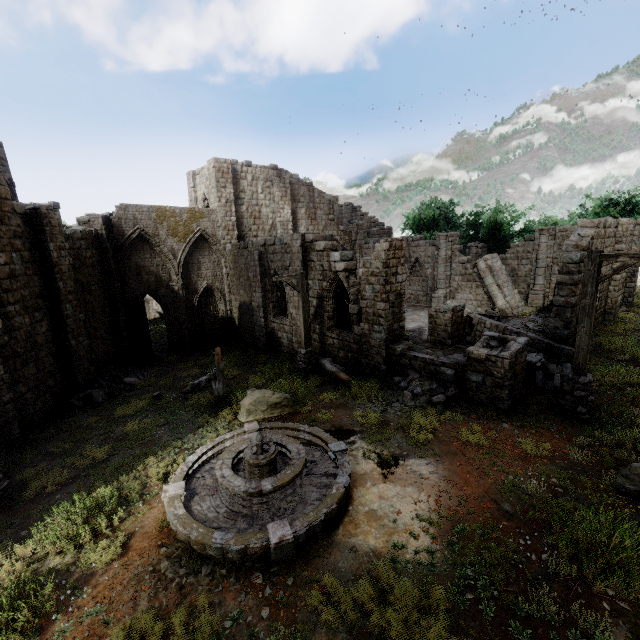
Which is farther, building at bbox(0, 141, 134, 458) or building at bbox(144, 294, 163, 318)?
building at bbox(144, 294, 163, 318)

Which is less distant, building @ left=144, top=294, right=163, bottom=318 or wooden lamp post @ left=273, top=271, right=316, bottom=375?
wooden lamp post @ left=273, top=271, right=316, bottom=375

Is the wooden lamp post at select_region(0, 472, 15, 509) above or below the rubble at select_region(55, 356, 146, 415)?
above

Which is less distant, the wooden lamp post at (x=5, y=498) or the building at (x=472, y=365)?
the wooden lamp post at (x=5, y=498)

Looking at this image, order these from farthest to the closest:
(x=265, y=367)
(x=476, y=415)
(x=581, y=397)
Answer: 1. (x=265, y=367)
2. (x=476, y=415)
3. (x=581, y=397)

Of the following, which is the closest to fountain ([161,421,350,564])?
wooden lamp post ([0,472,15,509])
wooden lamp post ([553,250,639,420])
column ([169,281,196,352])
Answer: wooden lamp post ([0,472,15,509])

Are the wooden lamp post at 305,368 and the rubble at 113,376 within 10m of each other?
yes

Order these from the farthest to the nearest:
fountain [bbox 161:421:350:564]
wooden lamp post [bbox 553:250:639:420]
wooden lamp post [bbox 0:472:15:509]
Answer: wooden lamp post [bbox 553:250:639:420] → wooden lamp post [bbox 0:472:15:509] → fountain [bbox 161:421:350:564]
